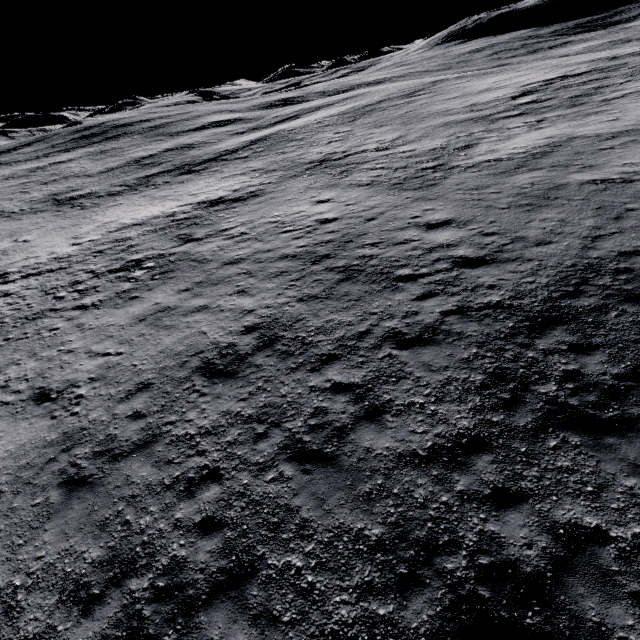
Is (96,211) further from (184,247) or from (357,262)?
(357,262)
